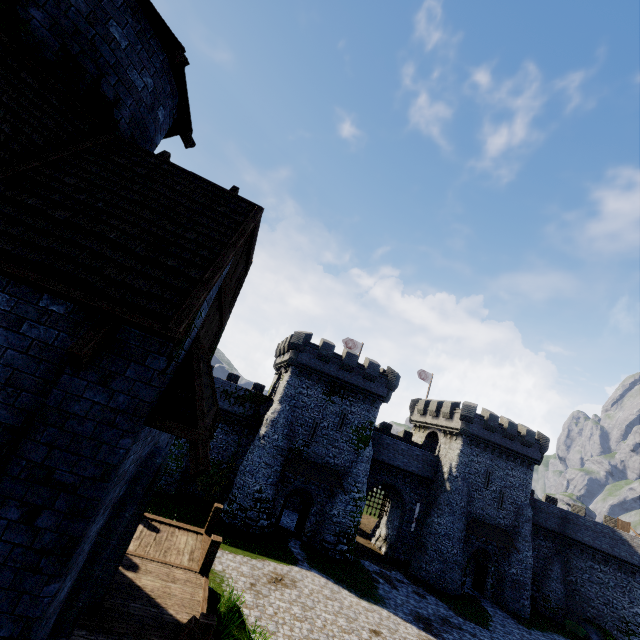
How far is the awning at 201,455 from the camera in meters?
4.0

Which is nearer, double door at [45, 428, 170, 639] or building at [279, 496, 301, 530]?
double door at [45, 428, 170, 639]

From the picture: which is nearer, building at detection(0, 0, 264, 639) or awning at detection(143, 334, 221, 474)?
building at detection(0, 0, 264, 639)

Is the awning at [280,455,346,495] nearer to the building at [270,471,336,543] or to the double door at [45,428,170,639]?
the building at [270,471,336,543]

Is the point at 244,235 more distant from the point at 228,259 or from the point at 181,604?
the point at 181,604

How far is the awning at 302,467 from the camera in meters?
27.8

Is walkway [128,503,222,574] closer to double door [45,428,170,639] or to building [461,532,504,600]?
double door [45,428,170,639]

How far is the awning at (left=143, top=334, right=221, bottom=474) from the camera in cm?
404
